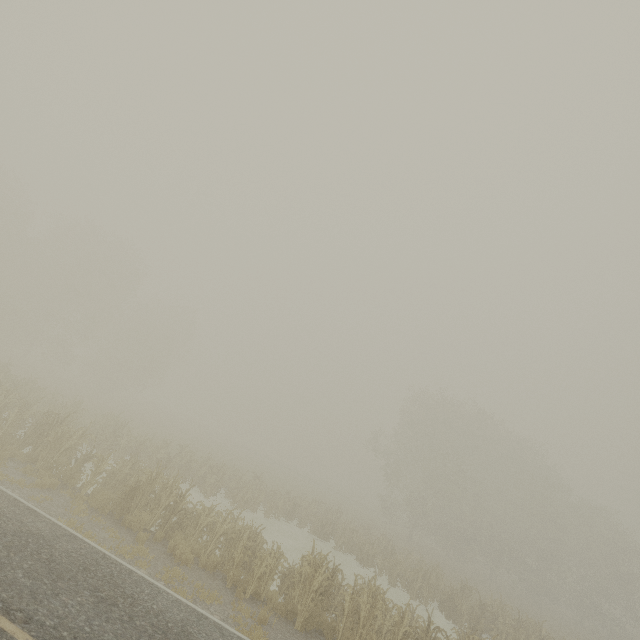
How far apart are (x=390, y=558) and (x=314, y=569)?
14.78m
